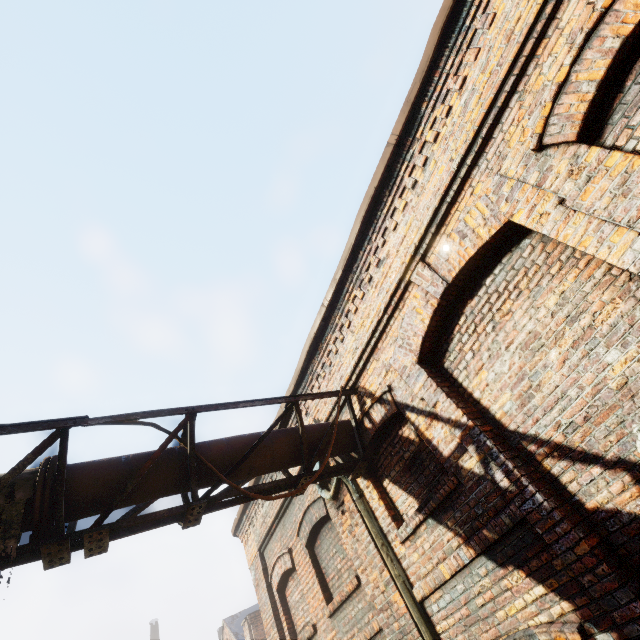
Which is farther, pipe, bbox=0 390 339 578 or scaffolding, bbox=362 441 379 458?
scaffolding, bbox=362 441 379 458

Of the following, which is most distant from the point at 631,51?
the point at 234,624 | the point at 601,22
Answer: the point at 234,624

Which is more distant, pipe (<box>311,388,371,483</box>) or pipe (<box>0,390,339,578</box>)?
pipe (<box>311,388,371,483</box>)

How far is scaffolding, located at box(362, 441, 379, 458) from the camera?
4.7m

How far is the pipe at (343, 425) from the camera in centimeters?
453cm

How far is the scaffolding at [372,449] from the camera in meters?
4.7

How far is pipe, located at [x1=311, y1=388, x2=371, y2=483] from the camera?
4.53m
